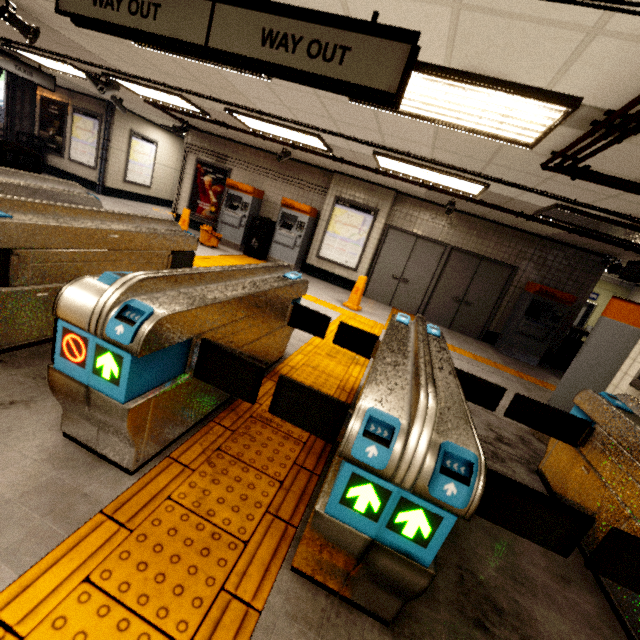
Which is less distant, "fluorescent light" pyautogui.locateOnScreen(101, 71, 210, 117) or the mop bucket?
"fluorescent light" pyautogui.locateOnScreen(101, 71, 210, 117)

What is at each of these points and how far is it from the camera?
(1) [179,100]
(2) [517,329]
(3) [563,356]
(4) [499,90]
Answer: (1) fluorescent light, 6.6 meters
(2) ticket machine, 7.9 meters
(3) trash can, 8.5 meters
(4) fluorescent light, 2.4 meters

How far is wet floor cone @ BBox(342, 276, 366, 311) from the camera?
7.2 meters

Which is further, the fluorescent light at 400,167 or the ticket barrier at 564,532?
the fluorescent light at 400,167

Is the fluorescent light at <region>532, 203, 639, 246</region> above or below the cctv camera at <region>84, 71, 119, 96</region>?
above

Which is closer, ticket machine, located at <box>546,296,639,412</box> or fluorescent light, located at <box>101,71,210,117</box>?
ticket machine, located at <box>546,296,639,412</box>

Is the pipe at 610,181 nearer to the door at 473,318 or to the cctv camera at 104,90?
the door at 473,318

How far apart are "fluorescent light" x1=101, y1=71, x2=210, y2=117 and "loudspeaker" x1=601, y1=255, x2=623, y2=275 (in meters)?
9.66
